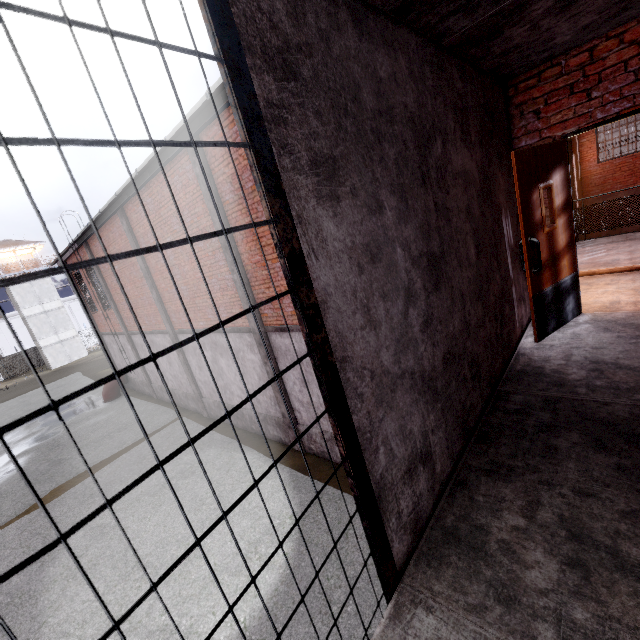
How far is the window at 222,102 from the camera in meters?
5.7

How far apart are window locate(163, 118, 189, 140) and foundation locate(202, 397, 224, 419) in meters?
7.7 m

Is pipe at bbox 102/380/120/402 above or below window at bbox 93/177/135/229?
below

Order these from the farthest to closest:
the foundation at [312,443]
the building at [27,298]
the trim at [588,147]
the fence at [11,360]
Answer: the fence at [11,360], the building at [27,298], the trim at [588,147], the foundation at [312,443]

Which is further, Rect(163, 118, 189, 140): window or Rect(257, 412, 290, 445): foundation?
Rect(257, 412, 290, 445): foundation

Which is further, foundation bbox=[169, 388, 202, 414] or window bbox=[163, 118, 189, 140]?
foundation bbox=[169, 388, 202, 414]

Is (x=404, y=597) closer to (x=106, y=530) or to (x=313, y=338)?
(x=313, y=338)

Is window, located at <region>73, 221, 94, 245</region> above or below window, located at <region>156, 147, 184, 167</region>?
above
